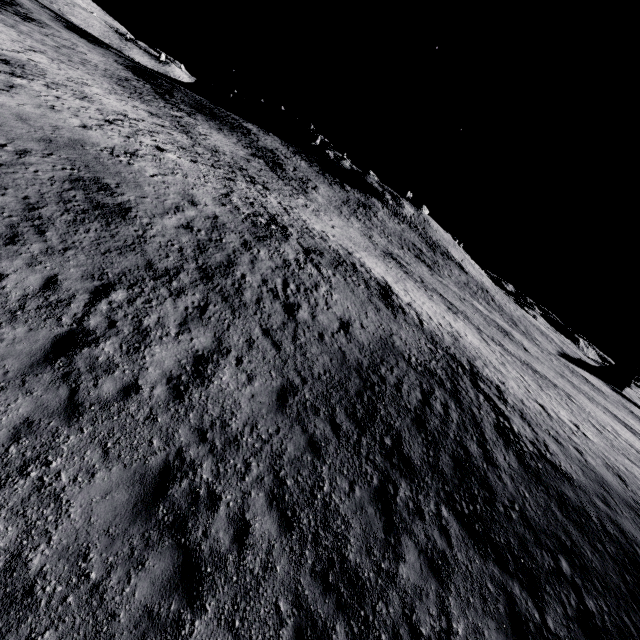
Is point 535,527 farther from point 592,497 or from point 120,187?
point 120,187
